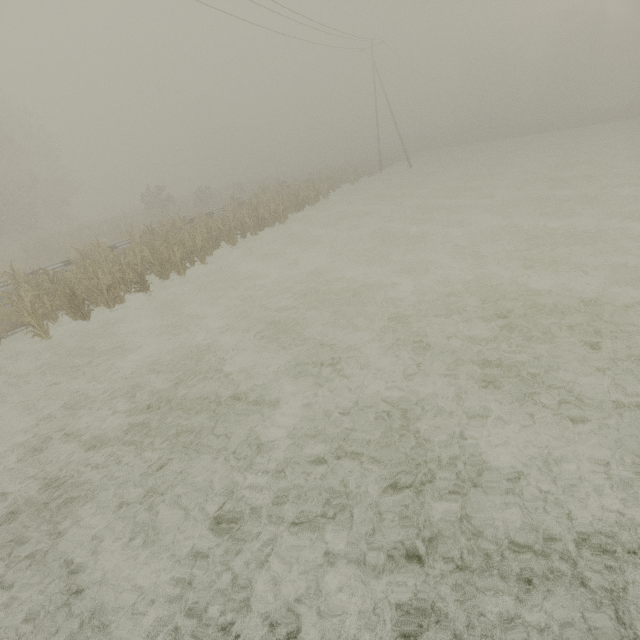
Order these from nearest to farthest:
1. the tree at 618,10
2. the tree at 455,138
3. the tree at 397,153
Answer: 1. the tree at 397,153
2. the tree at 618,10
3. the tree at 455,138

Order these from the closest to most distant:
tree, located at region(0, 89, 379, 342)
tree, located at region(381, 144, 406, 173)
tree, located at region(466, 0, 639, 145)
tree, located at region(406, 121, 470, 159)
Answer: tree, located at region(0, 89, 379, 342) → tree, located at region(381, 144, 406, 173) → tree, located at region(466, 0, 639, 145) → tree, located at region(406, 121, 470, 159)

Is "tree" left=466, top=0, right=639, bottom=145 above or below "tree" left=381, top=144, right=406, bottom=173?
above

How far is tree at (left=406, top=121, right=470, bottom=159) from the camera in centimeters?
5442cm

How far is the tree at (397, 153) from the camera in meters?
43.1

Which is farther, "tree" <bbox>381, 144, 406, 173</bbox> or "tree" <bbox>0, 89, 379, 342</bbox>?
"tree" <bbox>381, 144, 406, 173</bbox>

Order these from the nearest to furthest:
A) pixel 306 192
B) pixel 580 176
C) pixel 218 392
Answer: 1. pixel 218 392
2. pixel 580 176
3. pixel 306 192
